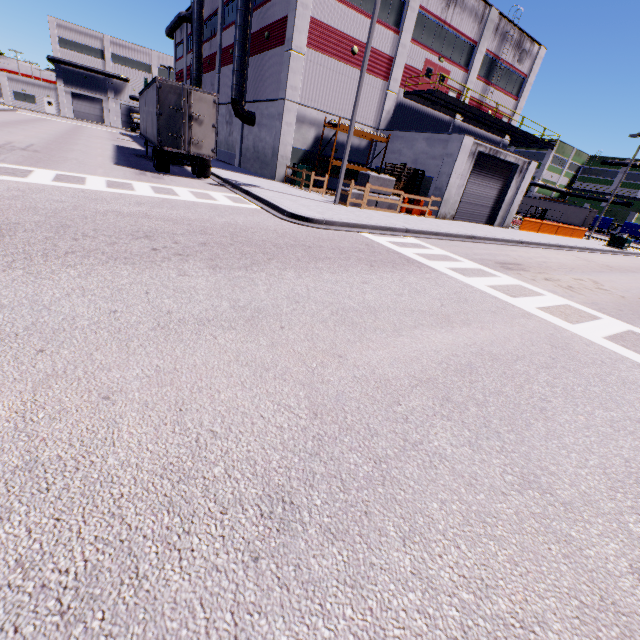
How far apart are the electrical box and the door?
20.8 meters

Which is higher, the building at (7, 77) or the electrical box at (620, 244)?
the building at (7, 77)

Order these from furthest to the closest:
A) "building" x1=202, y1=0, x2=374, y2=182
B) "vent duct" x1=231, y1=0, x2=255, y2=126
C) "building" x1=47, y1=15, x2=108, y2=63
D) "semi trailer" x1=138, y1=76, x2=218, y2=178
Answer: "building" x1=47, y1=15, x2=108, y2=63 < "vent duct" x1=231, y1=0, x2=255, y2=126 < "building" x1=202, y1=0, x2=374, y2=182 < "semi trailer" x1=138, y1=76, x2=218, y2=178

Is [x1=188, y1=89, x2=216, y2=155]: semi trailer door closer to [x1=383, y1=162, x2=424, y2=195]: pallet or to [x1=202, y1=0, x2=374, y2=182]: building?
[x1=202, y1=0, x2=374, y2=182]: building

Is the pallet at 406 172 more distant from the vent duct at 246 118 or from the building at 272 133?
the vent duct at 246 118

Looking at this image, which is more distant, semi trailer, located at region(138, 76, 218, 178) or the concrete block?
the concrete block

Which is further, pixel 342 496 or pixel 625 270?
pixel 625 270

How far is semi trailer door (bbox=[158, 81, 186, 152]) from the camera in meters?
14.3
